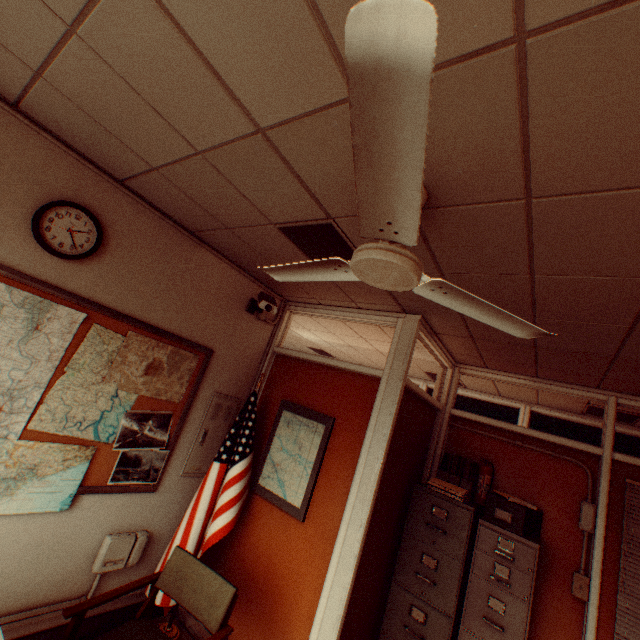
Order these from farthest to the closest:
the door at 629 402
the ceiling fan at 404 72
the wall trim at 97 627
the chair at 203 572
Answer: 1. the door at 629 402
2. the wall trim at 97 627
3. the chair at 203 572
4. the ceiling fan at 404 72

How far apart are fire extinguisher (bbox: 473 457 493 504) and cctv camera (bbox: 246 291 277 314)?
2.90m

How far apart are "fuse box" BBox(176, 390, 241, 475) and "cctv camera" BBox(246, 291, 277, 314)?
0.9 meters

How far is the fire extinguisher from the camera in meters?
3.6 m

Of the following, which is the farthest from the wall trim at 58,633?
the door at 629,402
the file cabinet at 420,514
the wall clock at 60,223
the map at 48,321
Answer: the door at 629,402

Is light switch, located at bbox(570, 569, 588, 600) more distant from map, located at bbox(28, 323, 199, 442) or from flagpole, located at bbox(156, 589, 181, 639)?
map, located at bbox(28, 323, 199, 442)

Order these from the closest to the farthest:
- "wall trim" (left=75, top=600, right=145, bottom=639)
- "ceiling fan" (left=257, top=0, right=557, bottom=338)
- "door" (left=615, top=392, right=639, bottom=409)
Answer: "ceiling fan" (left=257, top=0, right=557, bottom=338) → "wall trim" (left=75, top=600, right=145, bottom=639) → "door" (left=615, top=392, right=639, bottom=409)

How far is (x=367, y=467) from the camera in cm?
285
